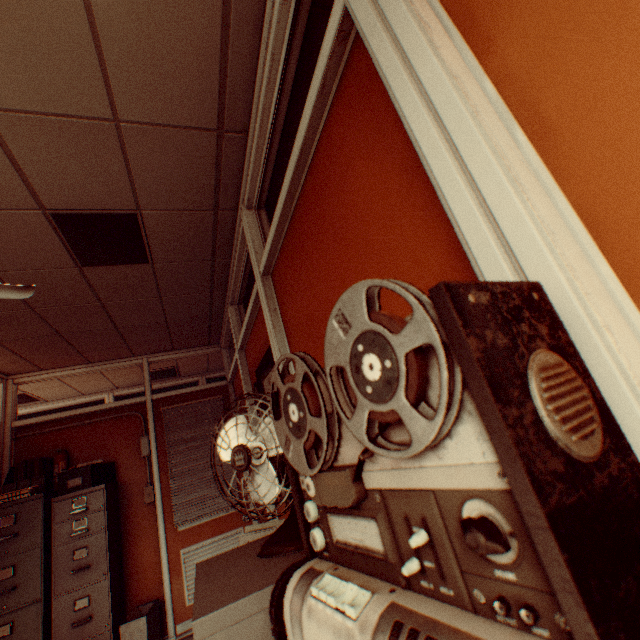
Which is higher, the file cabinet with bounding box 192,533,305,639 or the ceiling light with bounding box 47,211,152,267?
the ceiling light with bounding box 47,211,152,267

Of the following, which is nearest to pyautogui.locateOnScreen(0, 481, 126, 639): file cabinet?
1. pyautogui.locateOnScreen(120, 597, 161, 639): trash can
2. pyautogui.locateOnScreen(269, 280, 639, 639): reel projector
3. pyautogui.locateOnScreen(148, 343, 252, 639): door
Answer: pyautogui.locateOnScreen(120, 597, 161, 639): trash can

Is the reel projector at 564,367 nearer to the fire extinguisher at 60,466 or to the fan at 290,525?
the fan at 290,525

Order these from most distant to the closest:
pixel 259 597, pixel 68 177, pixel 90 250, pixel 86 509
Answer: pixel 86 509 < pixel 90 250 < pixel 68 177 < pixel 259 597

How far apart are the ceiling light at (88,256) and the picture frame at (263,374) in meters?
1.3 m

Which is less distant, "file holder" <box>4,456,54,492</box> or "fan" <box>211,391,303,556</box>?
"fan" <box>211,391,303,556</box>

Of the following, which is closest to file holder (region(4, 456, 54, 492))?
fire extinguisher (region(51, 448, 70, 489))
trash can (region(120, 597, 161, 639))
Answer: fire extinguisher (region(51, 448, 70, 489))

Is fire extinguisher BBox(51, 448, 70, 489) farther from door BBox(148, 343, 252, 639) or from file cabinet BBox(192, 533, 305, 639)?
file cabinet BBox(192, 533, 305, 639)
